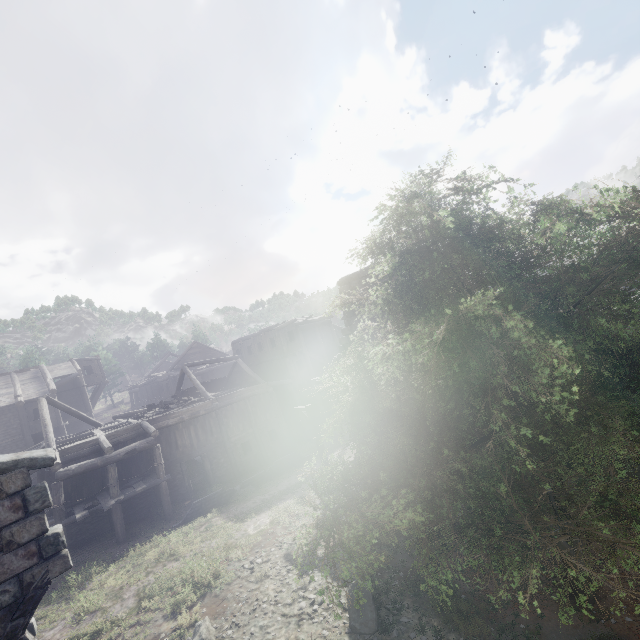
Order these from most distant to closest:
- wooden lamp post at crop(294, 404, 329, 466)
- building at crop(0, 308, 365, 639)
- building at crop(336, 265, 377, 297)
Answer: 1. wooden lamp post at crop(294, 404, 329, 466)
2. building at crop(336, 265, 377, 297)
3. building at crop(0, 308, 365, 639)

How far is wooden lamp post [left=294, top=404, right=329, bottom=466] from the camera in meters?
17.1

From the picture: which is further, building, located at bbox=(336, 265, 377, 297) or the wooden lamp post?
the wooden lamp post

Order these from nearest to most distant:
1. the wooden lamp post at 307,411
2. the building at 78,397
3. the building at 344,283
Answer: the building at 78,397
the building at 344,283
the wooden lamp post at 307,411

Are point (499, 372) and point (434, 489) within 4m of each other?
yes

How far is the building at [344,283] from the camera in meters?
15.1

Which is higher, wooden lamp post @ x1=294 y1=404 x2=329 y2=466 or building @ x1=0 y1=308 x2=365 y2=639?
wooden lamp post @ x1=294 y1=404 x2=329 y2=466
